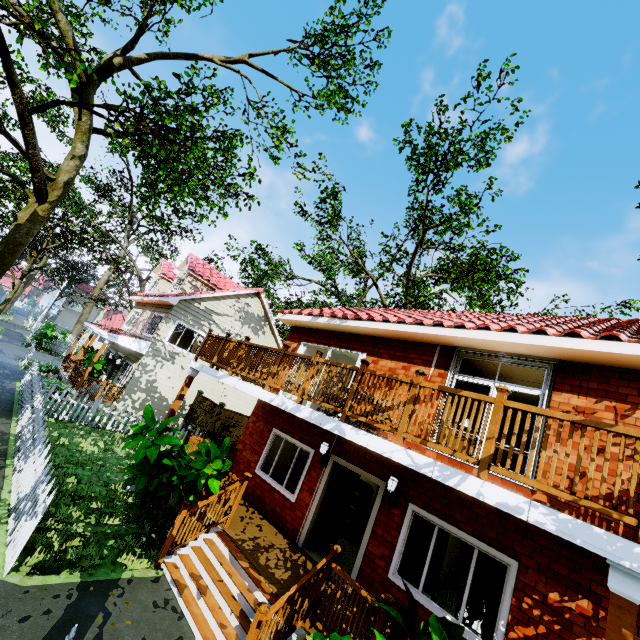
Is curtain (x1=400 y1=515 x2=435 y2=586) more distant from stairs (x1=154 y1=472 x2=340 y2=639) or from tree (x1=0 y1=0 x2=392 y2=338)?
tree (x1=0 y1=0 x2=392 y2=338)

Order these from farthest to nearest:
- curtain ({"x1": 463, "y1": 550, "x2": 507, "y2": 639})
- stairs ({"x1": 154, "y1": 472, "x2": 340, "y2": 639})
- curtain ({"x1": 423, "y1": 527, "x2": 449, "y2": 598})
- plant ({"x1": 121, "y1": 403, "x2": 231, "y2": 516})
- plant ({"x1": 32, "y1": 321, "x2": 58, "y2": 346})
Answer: plant ({"x1": 32, "y1": 321, "x2": 58, "y2": 346}), plant ({"x1": 121, "y1": 403, "x2": 231, "y2": 516}), curtain ({"x1": 423, "y1": 527, "x2": 449, "y2": 598}), curtain ({"x1": 463, "y1": 550, "x2": 507, "y2": 639}), stairs ({"x1": 154, "y1": 472, "x2": 340, "y2": 639})

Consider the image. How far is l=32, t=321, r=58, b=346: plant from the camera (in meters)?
25.09

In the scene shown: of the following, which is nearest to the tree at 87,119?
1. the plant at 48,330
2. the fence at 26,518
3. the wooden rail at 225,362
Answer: the fence at 26,518

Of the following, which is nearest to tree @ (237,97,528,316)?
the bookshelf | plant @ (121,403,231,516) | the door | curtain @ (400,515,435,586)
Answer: plant @ (121,403,231,516)

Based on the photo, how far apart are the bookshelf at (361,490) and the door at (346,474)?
1.65m

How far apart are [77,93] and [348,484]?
13.6 meters

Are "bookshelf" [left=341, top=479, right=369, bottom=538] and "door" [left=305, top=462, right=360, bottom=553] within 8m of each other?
yes
